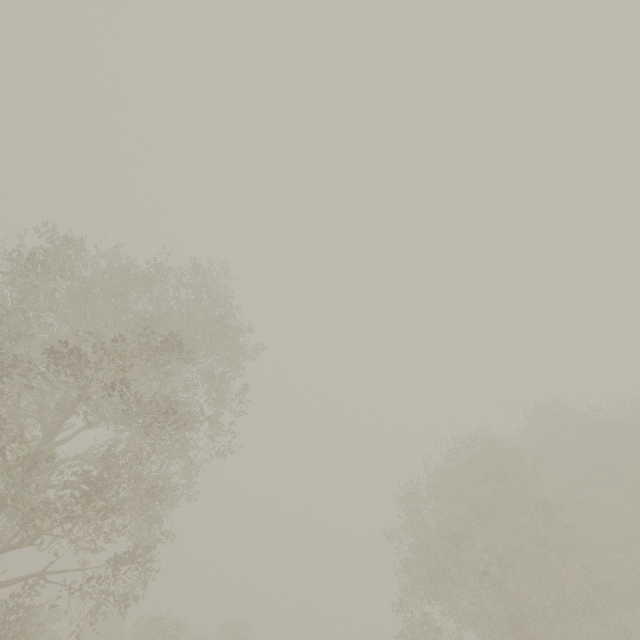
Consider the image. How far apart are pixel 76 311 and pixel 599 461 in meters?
26.7 m
